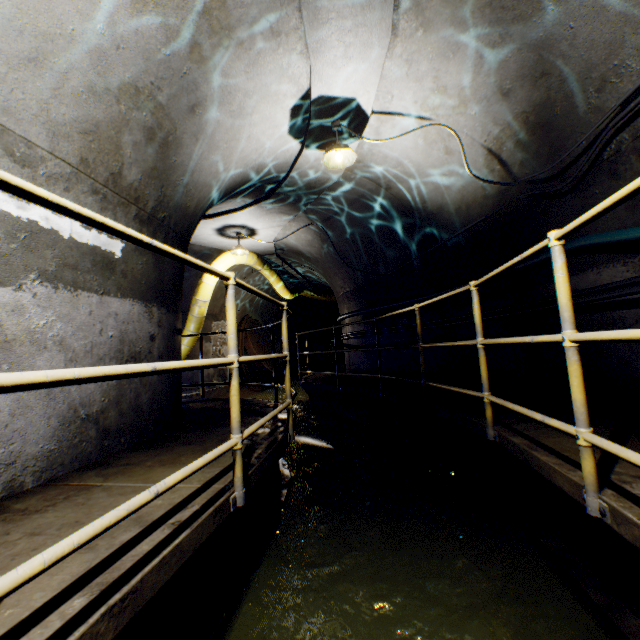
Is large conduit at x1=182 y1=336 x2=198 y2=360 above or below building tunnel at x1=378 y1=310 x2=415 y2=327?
below

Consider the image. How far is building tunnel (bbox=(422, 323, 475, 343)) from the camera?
5.22m

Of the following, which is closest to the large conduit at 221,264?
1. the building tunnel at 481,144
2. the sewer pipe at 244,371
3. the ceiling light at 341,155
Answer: the building tunnel at 481,144

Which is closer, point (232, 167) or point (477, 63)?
point (477, 63)

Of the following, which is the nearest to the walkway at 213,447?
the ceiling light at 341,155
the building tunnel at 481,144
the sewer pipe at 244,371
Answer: the building tunnel at 481,144

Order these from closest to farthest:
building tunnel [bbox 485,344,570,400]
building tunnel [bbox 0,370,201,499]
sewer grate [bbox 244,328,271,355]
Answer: building tunnel [bbox 0,370,201,499]
building tunnel [bbox 485,344,570,400]
sewer grate [bbox 244,328,271,355]

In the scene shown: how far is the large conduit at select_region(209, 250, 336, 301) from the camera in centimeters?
846cm

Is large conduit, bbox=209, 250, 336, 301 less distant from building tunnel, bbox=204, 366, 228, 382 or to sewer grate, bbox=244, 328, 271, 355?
building tunnel, bbox=204, 366, 228, 382
